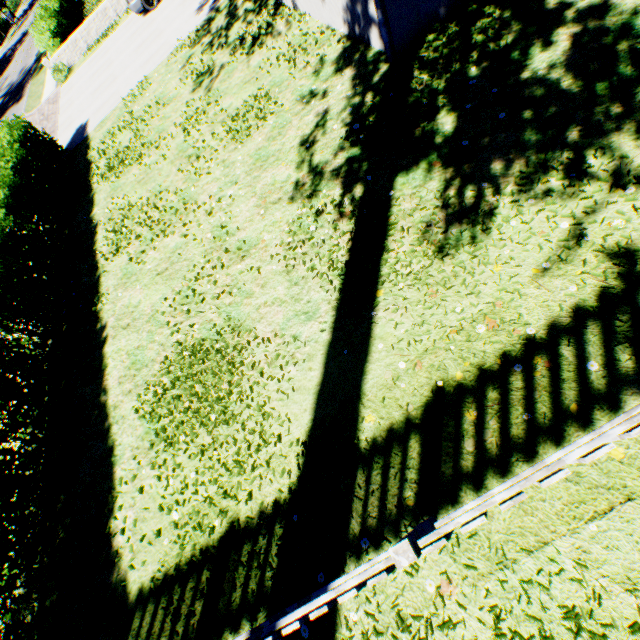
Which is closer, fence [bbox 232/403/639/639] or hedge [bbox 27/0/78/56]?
fence [bbox 232/403/639/639]

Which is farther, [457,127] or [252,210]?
[252,210]

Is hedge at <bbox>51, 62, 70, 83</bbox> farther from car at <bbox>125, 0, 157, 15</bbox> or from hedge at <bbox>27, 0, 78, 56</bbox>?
car at <bbox>125, 0, 157, 15</bbox>

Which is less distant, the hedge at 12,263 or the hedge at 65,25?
the hedge at 12,263

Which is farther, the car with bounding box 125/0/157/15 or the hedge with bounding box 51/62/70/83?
the hedge with bounding box 51/62/70/83

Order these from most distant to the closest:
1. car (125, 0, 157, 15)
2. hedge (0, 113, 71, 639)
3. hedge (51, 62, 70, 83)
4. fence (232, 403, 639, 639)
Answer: hedge (51, 62, 70, 83)
car (125, 0, 157, 15)
hedge (0, 113, 71, 639)
fence (232, 403, 639, 639)

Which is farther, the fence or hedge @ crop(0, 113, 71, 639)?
hedge @ crop(0, 113, 71, 639)

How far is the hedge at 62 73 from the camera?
18.23m
